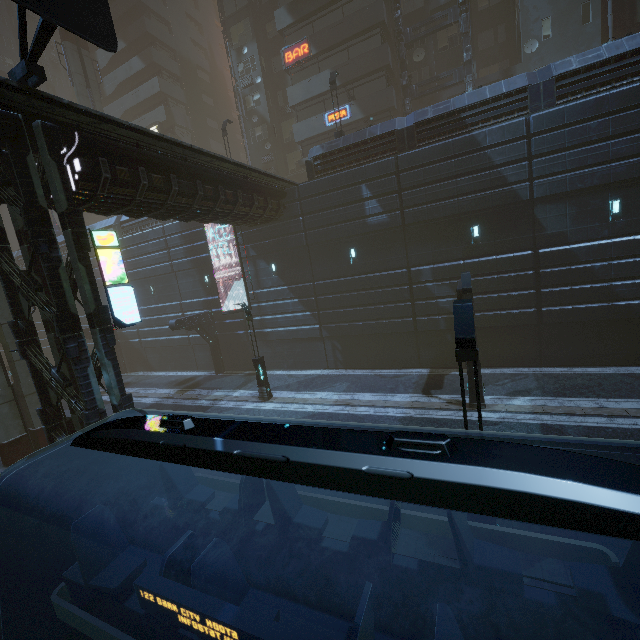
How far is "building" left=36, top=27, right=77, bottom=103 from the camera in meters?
50.1

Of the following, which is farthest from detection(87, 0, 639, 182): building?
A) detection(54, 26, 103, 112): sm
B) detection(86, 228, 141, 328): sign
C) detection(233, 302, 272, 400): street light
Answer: detection(233, 302, 272, 400): street light

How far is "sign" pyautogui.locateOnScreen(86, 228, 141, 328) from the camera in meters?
10.2

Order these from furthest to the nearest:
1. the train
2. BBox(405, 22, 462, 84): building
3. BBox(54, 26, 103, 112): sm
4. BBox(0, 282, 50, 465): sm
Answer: BBox(54, 26, 103, 112): sm
BBox(405, 22, 462, 84): building
BBox(0, 282, 50, 465): sm
the train

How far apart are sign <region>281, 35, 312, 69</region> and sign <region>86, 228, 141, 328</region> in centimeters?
2553cm

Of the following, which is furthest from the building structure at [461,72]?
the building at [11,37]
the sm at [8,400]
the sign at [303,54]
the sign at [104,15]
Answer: the sm at [8,400]

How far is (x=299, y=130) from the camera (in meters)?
28.53

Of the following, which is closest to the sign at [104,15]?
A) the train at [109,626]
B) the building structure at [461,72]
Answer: the train at [109,626]
